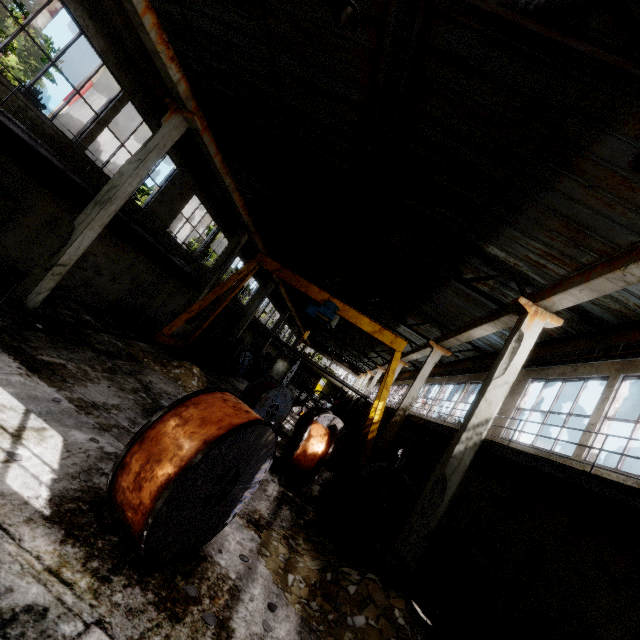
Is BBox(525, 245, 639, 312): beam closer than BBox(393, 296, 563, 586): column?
Yes

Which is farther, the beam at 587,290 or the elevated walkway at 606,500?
the beam at 587,290

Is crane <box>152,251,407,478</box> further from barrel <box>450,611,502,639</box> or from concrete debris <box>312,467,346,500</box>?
barrel <box>450,611,502,639</box>

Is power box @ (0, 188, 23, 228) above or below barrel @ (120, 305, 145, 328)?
above

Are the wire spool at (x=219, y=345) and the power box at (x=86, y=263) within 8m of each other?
yes

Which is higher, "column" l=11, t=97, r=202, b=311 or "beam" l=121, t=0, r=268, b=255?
"beam" l=121, t=0, r=268, b=255

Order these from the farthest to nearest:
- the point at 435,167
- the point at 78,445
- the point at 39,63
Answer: the point at 39,63 → the point at 435,167 → the point at 78,445

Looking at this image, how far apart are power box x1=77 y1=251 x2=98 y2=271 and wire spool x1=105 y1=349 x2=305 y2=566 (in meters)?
12.32
